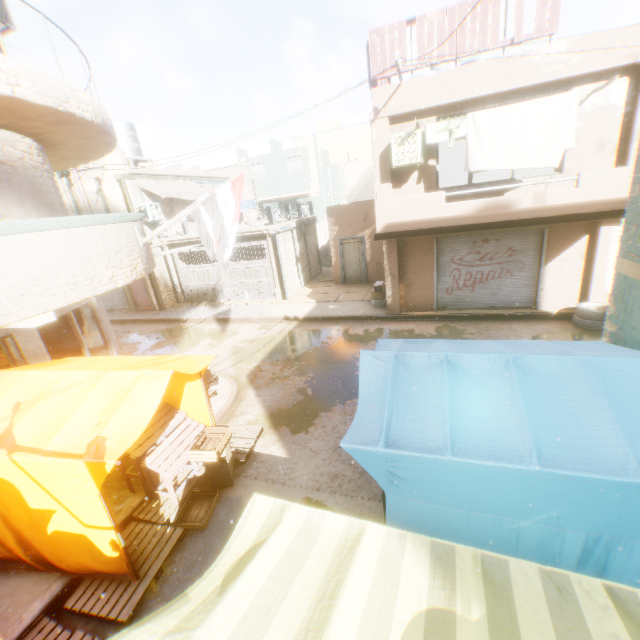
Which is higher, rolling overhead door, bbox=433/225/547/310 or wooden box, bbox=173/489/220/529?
rolling overhead door, bbox=433/225/547/310

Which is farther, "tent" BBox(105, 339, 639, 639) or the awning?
the awning

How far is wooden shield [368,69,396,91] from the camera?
9.0 meters

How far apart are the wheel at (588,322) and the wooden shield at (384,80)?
1.78m

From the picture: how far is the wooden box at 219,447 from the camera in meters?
5.5 m

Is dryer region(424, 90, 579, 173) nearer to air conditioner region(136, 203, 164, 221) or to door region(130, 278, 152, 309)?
air conditioner region(136, 203, 164, 221)

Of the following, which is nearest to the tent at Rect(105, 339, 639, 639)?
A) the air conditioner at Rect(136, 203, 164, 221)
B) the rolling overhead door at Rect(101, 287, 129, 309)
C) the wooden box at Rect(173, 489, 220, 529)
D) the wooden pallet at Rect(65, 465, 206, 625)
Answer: the wooden pallet at Rect(65, 465, 206, 625)

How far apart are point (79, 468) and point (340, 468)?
4.00m
